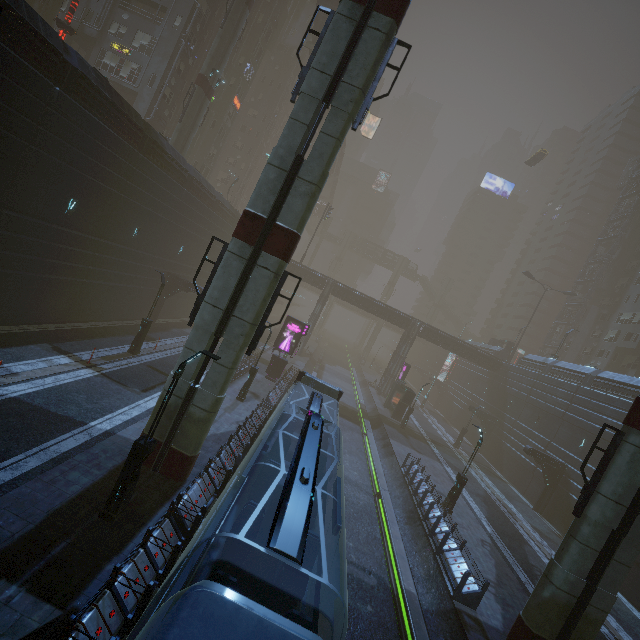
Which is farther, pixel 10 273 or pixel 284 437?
pixel 10 273

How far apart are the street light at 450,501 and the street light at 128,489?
17.02m

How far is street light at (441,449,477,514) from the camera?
19.8m

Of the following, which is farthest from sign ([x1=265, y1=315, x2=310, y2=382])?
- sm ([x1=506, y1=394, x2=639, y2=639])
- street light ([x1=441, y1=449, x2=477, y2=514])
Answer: sm ([x1=506, y1=394, x2=639, y2=639])

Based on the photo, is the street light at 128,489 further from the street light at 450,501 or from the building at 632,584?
the street light at 450,501

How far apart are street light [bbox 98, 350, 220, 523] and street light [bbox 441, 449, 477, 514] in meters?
17.0 m

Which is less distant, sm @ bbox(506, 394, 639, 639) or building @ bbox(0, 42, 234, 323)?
sm @ bbox(506, 394, 639, 639)

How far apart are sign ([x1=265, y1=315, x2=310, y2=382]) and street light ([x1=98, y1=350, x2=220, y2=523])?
19.2 meters
